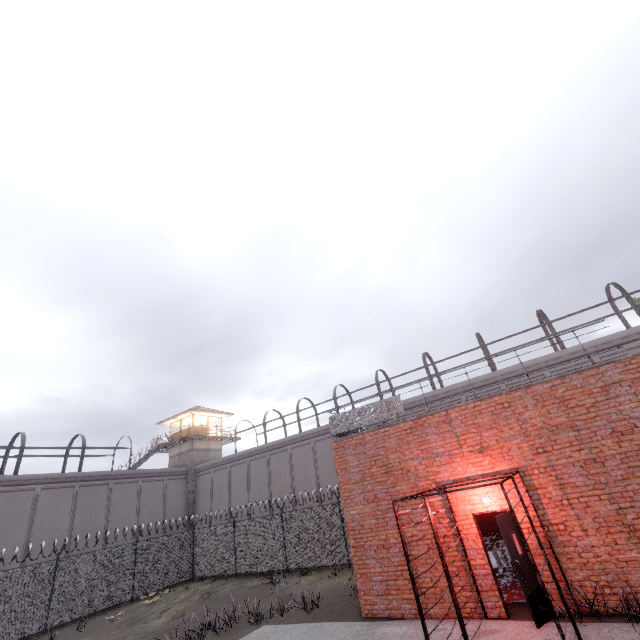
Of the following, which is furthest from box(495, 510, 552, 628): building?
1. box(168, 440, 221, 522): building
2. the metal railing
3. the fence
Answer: box(168, 440, 221, 522): building

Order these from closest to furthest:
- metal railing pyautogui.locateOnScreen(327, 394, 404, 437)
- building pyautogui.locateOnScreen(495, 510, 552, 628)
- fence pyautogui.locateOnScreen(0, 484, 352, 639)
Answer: building pyautogui.locateOnScreen(495, 510, 552, 628) → metal railing pyautogui.locateOnScreen(327, 394, 404, 437) → fence pyautogui.locateOnScreen(0, 484, 352, 639)

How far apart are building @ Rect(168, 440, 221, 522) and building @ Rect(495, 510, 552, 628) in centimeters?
3168cm

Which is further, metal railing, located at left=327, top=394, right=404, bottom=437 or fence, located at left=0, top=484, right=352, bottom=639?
fence, located at left=0, top=484, right=352, bottom=639

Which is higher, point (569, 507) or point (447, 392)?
point (447, 392)

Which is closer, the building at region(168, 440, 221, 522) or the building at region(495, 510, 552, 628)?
the building at region(495, 510, 552, 628)

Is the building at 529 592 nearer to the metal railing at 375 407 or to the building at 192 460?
the metal railing at 375 407

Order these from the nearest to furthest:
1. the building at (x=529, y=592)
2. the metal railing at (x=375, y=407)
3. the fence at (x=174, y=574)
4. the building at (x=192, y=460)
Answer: the building at (x=529, y=592) → the metal railing at (x=375, y=407) → the fence at (x=174, y=574) → the building at (x=192, y=460)
